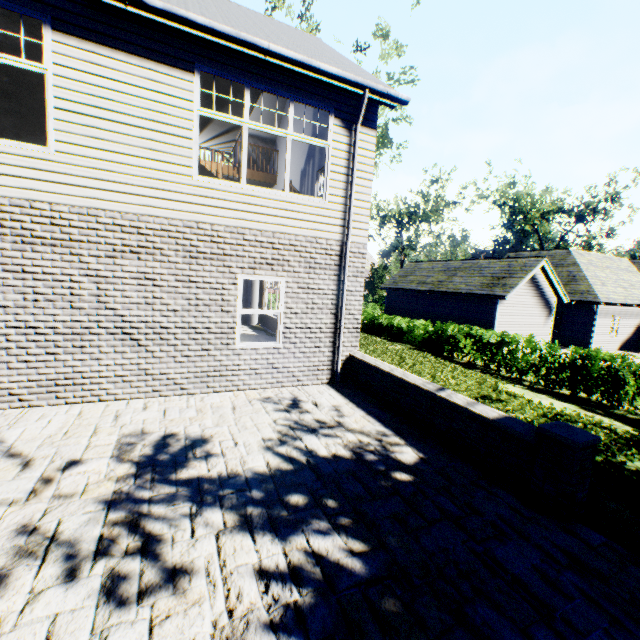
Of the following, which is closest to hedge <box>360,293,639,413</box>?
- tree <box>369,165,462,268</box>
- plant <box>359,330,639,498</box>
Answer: plant <box>359,330,639,498</box>

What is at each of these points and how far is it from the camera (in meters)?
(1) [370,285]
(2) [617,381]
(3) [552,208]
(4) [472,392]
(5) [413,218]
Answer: (1) tree, 39.88
(2) hedge, 10.15
(3) tree, 42.84
(4) plant, 9.44
(5) tree, 33.25

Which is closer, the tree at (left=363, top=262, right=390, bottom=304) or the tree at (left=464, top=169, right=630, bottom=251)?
the tree at (left=363, top=262, right=390, bottom=304)

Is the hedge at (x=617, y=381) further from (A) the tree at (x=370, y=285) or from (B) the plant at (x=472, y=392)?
(A) the tree at (x=370, y=285)

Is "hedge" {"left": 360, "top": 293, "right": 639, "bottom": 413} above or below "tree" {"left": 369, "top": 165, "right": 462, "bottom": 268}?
below

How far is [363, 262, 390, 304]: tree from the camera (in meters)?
39.78

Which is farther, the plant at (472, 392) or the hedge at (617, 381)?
the hedge at (617, 381)
